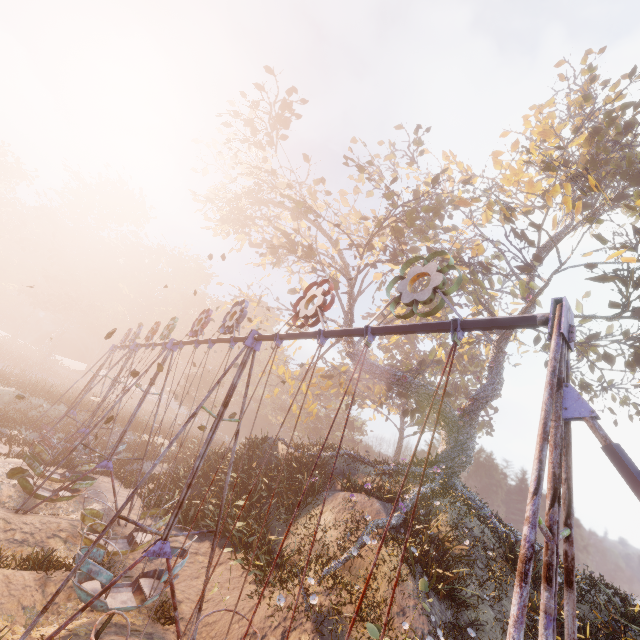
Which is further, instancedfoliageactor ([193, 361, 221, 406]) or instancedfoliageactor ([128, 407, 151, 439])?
instancedfoliageactor ([193, 361, 221, 406])

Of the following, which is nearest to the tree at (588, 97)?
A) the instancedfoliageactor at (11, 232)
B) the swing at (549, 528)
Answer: the swing at (549, 528)

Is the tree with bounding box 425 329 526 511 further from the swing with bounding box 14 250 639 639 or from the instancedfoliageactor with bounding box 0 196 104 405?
the instancedfoliageactor with bounding box 0 196 104 405

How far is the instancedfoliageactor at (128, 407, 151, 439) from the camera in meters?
25.0 m

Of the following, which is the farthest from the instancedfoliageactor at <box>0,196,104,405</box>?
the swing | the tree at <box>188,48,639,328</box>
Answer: the tree at <box>188,48,639,328</box>

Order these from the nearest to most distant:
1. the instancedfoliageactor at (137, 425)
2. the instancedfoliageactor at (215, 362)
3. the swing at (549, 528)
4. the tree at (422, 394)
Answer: the swing at (549, 528)
the tree at (422, 394)
the instancedfoliageactor at (137, 425)
the instancedfoliageactor at (215, 362)

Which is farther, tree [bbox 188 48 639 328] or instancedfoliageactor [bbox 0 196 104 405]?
instancedfoliageactor [bbox 0 196 104 405]

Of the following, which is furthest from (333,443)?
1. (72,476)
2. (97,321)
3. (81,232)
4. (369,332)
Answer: (81,232)
